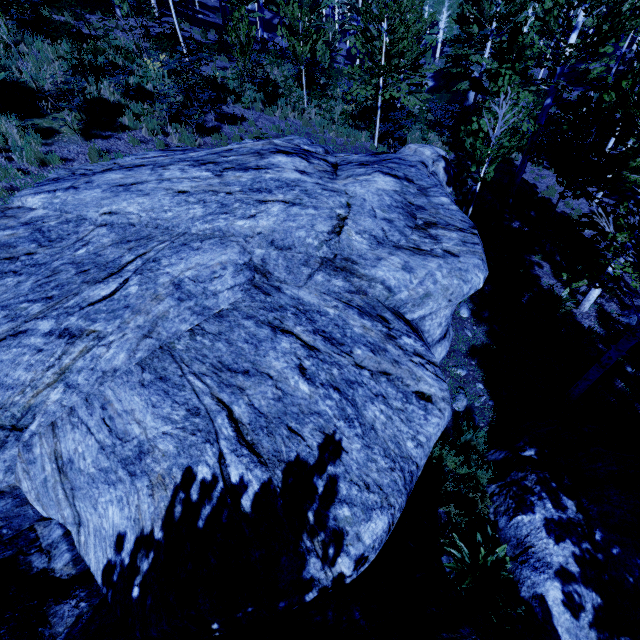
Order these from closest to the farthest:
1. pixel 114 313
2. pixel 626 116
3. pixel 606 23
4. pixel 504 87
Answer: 1. pixel 114 313
2. pixel 626 116
3. pixel 504 87
4. pixel 606 23

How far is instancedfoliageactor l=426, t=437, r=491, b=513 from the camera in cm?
514

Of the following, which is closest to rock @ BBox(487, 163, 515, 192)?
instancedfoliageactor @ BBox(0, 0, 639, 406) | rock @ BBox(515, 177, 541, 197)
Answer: instancedfoliageactor @ BBox(0, 0, 639, 406)

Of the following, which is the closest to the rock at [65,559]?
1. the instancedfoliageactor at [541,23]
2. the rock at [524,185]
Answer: the instancedfoliageactor at [541,23]

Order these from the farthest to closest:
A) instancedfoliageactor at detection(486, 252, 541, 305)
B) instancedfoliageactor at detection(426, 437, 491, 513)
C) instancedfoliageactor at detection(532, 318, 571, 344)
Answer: instancedfoliageactor at detection(486, 252, 541, 305), instancedfoliageactor at detection(532, 318, 571, 344), instancedfoliageactor at detection(426, 437, 491, 513)
